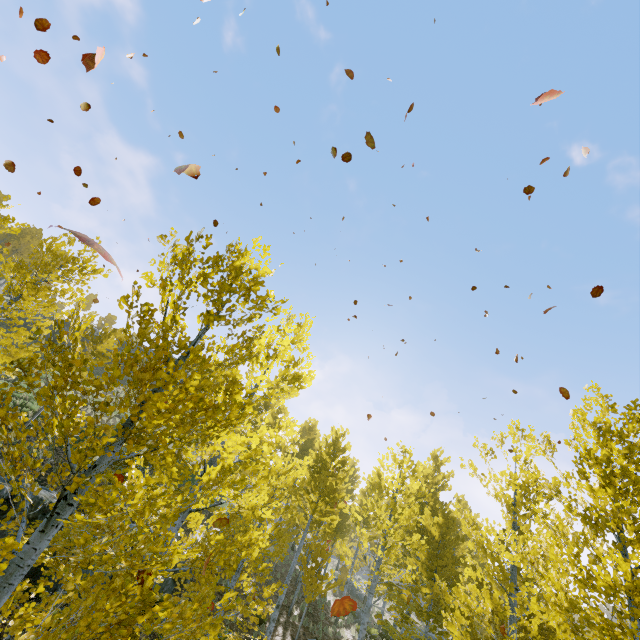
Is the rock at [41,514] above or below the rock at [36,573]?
above

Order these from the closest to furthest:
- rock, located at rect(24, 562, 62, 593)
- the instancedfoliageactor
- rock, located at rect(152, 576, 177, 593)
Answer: the instancedfoliageactor
rock, located at rect(24, 562, 62, 593)
rock, located at rect(152, 576, 177, 593)

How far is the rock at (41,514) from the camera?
10.3m

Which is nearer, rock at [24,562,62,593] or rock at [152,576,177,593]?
rock at [24,562,62,593]

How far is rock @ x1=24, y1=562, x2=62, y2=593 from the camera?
10.2 meters

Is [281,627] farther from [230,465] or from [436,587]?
[230,465]
